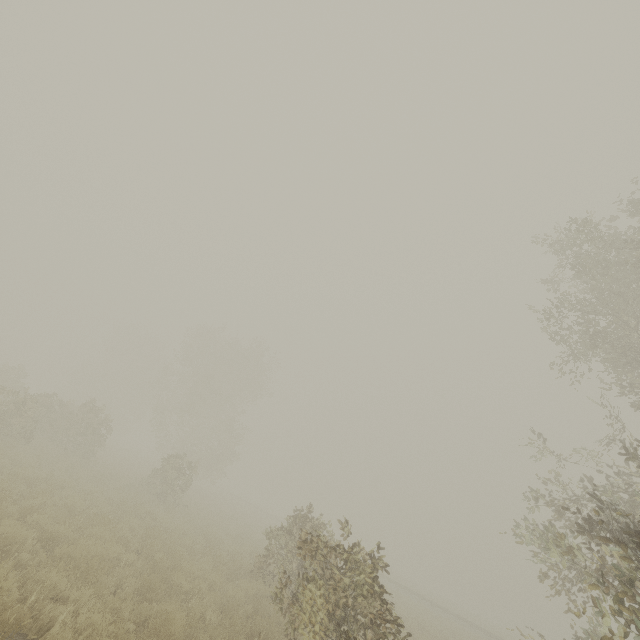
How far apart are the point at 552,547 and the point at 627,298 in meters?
10.5 m
